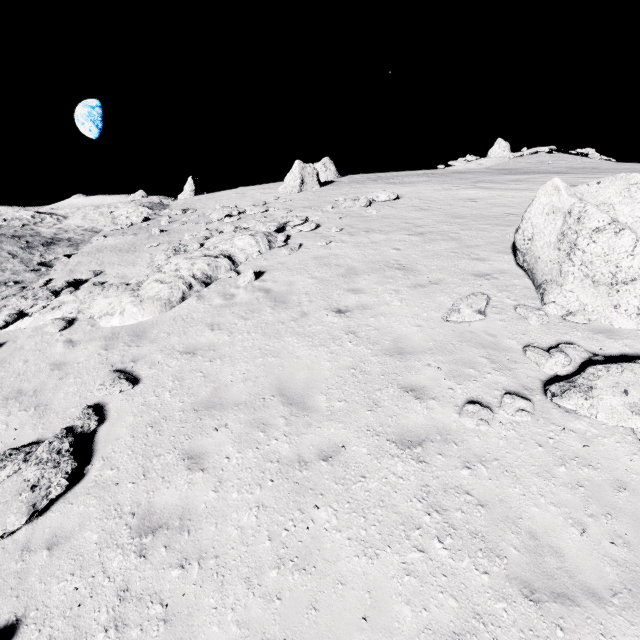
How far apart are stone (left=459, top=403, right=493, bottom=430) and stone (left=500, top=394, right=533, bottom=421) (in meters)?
0.13

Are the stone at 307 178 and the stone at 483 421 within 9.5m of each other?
no

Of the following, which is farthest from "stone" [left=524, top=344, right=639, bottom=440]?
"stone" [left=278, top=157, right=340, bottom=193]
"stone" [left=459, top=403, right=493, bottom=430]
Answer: "stone" [left=278, top=157, right=340, bottom=193]

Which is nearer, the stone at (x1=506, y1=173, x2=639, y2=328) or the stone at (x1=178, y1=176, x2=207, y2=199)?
the stone at (x1=506, y1=173, x2=639, y2=328)

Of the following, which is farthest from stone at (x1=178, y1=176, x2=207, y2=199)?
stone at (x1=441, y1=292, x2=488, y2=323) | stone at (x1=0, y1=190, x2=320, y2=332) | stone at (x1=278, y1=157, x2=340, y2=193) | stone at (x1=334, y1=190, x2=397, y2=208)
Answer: stone at (x1=441, y1=292, x2=488, y2=323)

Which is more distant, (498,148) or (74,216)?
(498,148)

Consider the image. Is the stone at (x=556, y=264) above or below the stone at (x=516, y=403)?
above

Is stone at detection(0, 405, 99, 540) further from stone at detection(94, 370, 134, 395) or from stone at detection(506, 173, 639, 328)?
stone at detection(506, 173, 639, 328)
